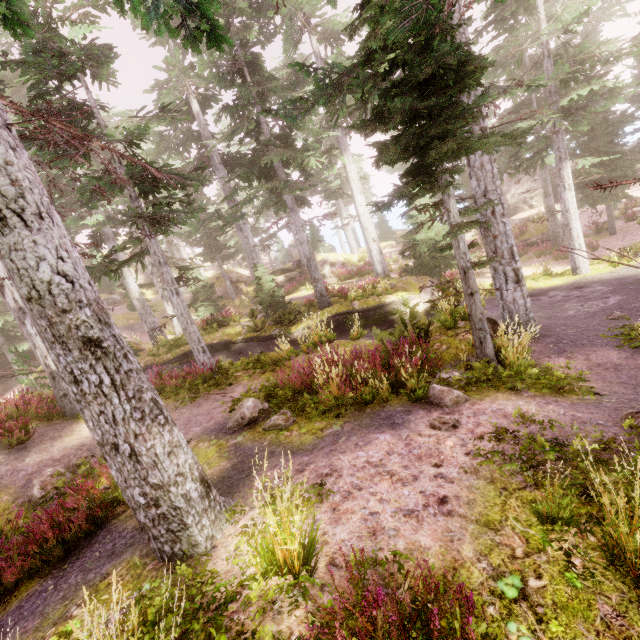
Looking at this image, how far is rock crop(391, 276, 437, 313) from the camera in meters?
16.8

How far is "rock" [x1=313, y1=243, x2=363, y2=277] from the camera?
32.0 meters

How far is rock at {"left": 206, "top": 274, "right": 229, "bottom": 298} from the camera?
34.6m

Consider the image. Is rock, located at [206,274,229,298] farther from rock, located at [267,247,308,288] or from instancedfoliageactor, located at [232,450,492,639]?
rock, located at [267,247,308,288]

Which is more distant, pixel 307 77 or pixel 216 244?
pixel 216 244

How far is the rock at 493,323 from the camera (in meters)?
9.02

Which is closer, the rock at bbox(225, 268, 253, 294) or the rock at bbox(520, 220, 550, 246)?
the rock at bbox(520, 220, 550, 246)

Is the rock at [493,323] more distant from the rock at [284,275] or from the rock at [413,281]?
the rock at [284,275]
